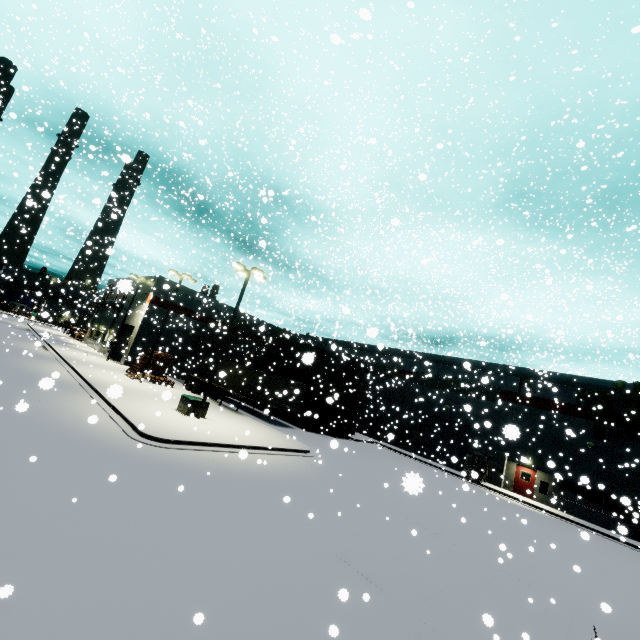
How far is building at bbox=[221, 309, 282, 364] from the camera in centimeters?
4453cm

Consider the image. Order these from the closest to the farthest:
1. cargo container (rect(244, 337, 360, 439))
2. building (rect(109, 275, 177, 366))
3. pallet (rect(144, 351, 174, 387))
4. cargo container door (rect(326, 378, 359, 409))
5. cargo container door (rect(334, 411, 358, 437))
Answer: cargo container door (rect(326, 378, 359, 409)) < pallet (rect(144, 351, 174, 387)) < cargo container (rect(244, 337, 360, 439)) < cargo container door (rect(334, 411, 358, 437)) < building (rect(109, 275, 177, 366))

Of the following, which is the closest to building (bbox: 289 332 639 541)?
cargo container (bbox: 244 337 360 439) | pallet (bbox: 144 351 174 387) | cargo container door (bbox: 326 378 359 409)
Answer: pallet (bbox: 144 351 174 387)

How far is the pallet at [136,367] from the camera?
27.4 meters

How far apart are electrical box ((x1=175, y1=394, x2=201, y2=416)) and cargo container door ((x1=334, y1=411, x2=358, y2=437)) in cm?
1388

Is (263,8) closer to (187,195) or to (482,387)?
(187,195)

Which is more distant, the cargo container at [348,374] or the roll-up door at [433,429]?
the roll-up door at [433,429]

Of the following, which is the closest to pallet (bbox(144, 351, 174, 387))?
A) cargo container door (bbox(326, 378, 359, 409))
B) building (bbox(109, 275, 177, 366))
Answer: building (bbox(109, 275, 177, 366))
